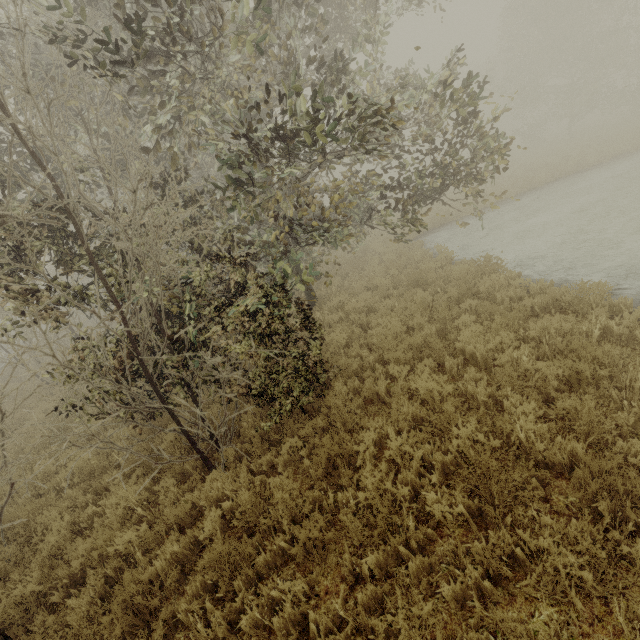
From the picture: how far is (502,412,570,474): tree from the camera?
3.7 meters

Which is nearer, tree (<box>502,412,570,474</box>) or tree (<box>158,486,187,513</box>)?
tree (<box>502,412,570,474</box>)

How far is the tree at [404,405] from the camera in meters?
5.0 m

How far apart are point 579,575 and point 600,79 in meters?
39.3 m

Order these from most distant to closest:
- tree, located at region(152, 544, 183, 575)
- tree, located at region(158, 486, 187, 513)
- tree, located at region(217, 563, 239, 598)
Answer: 1. tree, located at region(158, 486, 187, 513)
2. tree, located at region(152, 544, 183, 575)
3. tree, located at region(217, 563, 239, 598)
